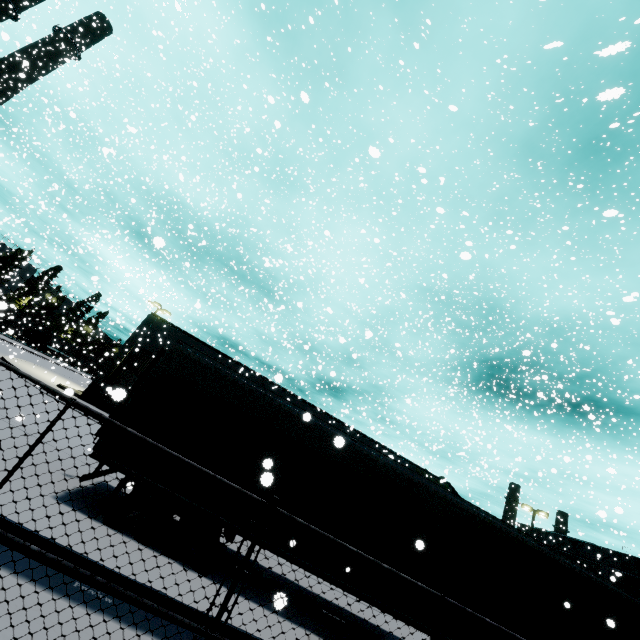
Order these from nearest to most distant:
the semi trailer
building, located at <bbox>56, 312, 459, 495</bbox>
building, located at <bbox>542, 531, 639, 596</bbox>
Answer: the semi trailer
building, located at <bbox>56, 312, 459, 495</bbox>
building, located at <bbox>542, 531, 639, 596</bbox>

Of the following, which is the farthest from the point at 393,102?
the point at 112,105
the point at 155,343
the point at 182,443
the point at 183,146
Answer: the point at 155,343

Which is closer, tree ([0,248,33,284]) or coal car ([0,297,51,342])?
coal car ([0,297,51,342])

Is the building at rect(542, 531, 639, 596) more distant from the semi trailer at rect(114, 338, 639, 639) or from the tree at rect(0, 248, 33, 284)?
the tree at rect(0, 248, 33, 284)

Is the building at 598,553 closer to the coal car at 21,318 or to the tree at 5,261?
the coal car at 21,318

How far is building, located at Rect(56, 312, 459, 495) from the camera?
23.2m

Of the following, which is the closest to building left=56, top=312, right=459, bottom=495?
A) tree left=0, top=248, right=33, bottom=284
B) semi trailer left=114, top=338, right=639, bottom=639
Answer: semi trailer left=114, top=338, right=639, bottom=639
